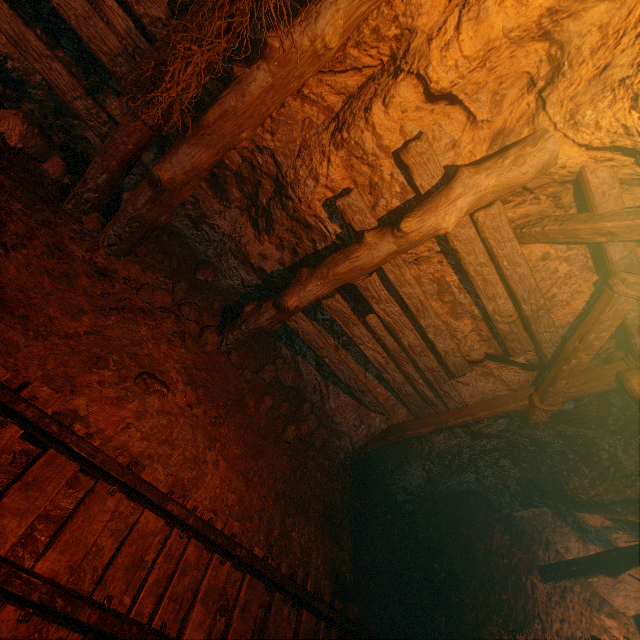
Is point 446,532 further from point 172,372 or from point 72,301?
point 72,301

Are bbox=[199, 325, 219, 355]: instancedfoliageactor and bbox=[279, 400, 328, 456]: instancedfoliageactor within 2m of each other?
yes

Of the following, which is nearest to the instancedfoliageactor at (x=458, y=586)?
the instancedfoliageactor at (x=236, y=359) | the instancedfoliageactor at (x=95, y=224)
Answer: the instancedfoliageactor at (x=236, y=359)

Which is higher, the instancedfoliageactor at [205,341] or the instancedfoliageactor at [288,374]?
the instancedfoliageactor at [205,341]

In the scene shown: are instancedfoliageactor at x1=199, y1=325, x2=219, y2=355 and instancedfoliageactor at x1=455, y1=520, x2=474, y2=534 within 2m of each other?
no

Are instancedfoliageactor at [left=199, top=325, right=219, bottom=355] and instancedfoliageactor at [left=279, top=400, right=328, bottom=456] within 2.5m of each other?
yes

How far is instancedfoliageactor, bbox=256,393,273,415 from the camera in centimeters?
405cm

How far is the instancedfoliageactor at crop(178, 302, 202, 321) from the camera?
3.7 meters
